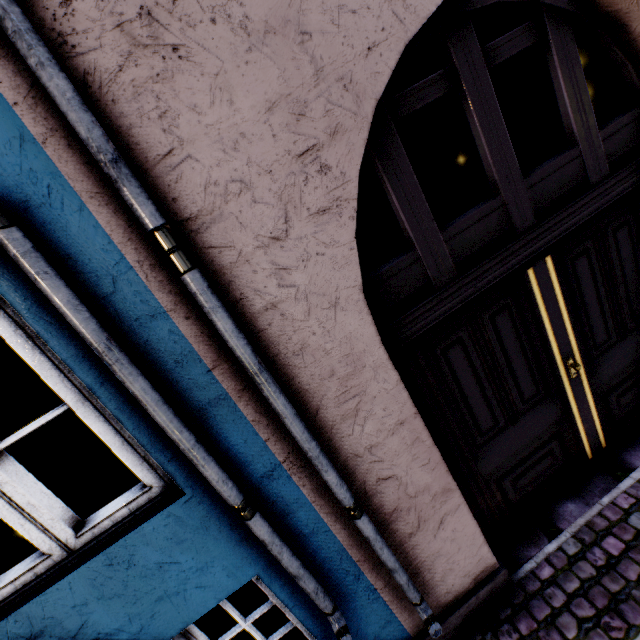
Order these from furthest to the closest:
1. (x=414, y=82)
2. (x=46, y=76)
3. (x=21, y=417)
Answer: (x=414, y=82) → (x=21, y=417) → (x=46, y=76)
